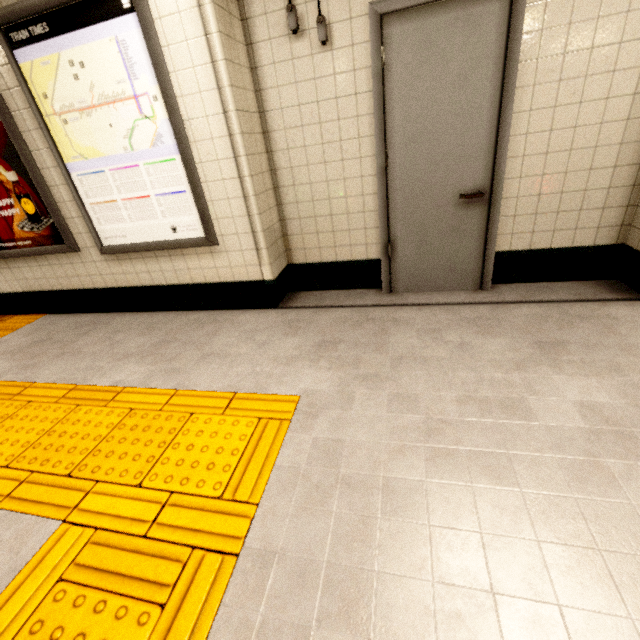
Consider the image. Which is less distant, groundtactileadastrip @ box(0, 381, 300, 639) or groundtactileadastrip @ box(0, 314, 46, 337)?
groundtactileadastrip @ box(0, 381, 300, 639)

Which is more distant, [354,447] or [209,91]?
[209,91]

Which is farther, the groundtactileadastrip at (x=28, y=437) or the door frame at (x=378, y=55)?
the door frame at (x=378, y=55)

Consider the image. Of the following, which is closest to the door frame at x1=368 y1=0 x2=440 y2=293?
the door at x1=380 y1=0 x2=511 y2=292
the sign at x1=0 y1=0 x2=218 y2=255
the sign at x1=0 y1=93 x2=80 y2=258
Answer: the door at x1=380 y1=0 x2=511 y2=292

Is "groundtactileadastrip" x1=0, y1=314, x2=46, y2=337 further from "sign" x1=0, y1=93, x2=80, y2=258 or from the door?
the door

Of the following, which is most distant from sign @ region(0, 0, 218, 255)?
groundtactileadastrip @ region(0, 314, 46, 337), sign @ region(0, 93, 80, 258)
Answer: groundtactileadastrip @ region(0, 314, 46, 337)

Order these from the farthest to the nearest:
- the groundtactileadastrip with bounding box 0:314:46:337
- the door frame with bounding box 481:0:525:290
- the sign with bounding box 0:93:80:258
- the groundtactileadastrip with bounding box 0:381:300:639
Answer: the groundtactileadastrip with bounding box 0:314:46:337, the sign with bounding box 0:93:80:258, the door frame with bounding box 481:0:525:290, the groundtactileadastrip with bounding box 0:381:300:639

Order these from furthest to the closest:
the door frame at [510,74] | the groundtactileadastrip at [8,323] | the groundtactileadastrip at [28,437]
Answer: the groundtactileadastrip at [8,323] → the door frame at [510,74] → the groundtactileadastrip at [28,437]
